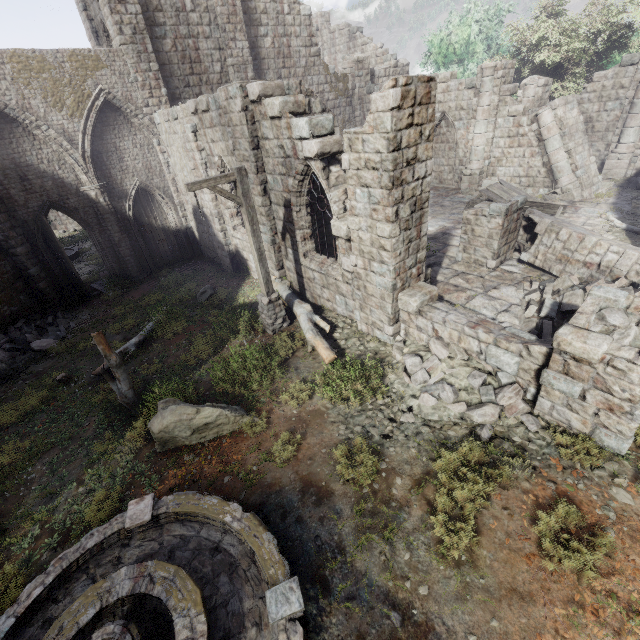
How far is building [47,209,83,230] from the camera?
33.0 meters

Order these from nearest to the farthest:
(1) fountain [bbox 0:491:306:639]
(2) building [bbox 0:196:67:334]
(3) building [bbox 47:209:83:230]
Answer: (1) fountain [bbox 0:491:306:639] → (2) building [bbox 0:196:67:334] → (3) building [bbox 47:209:83:230]

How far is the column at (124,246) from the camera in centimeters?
1529cm

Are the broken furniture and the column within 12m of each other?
no

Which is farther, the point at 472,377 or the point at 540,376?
the point at 472,377

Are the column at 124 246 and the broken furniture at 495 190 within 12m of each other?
no

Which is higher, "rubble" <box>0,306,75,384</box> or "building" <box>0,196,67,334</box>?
"building" <box>0,196,67,334</box>

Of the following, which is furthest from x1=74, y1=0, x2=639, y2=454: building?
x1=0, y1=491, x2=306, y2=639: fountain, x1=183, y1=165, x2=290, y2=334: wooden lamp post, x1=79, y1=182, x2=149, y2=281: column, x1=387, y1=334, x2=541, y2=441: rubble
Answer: x1=0, y1=491, x2=306, y2=639: fountain
